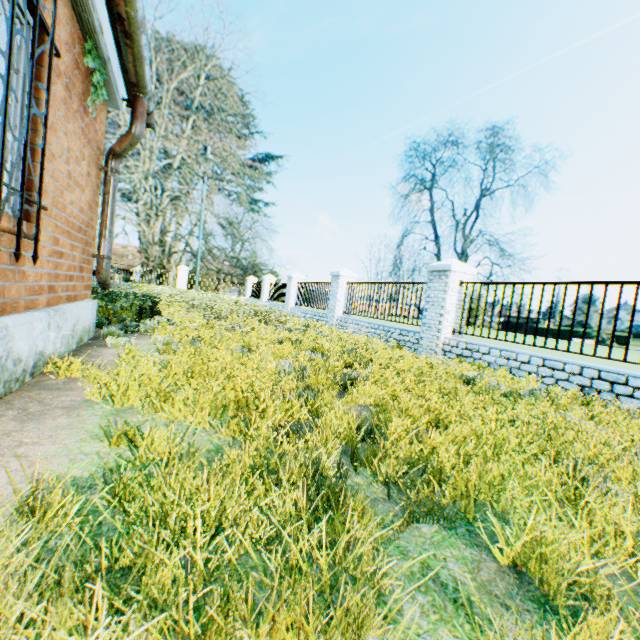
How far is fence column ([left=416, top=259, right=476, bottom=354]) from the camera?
7.78m

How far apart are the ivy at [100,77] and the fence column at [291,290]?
13.37m

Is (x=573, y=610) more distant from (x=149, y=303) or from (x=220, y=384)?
(x=149, y=303)

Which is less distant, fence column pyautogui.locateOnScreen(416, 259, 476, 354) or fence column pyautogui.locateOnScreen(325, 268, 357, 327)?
fence column pyautogui.locateOnScreen(416, 259, 476, 354)

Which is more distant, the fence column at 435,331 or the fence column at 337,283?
the fence column at 337,283

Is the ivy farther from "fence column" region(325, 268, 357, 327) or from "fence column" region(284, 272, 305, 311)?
"fence column" region(284, 272, 305, 311)

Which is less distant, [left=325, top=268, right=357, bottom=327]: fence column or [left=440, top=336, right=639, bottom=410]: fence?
[left=440, top=336, right=639, bottom=410]: fence

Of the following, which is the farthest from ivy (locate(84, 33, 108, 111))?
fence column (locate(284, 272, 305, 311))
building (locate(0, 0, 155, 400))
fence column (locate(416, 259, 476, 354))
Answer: fence column (locate(284, 272, 305, 311))
